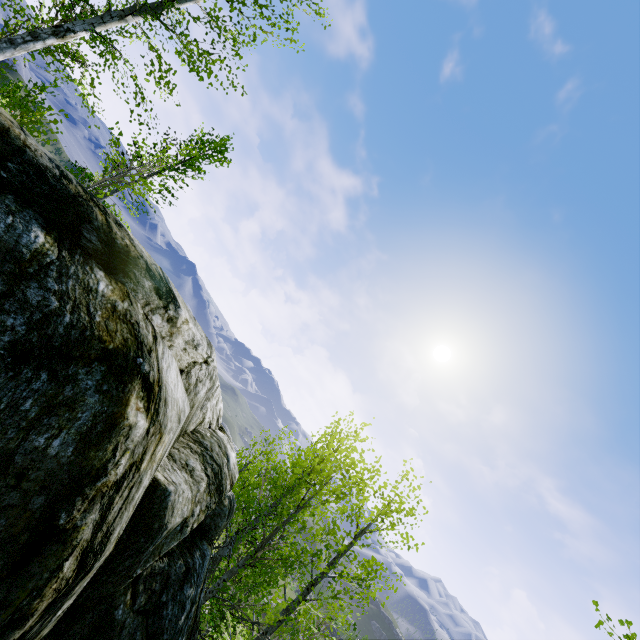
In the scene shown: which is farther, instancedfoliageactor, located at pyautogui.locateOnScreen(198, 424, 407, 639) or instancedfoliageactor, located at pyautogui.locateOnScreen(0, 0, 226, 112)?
instancedfoliageactor, located at pyautogui.locateOnScreen(0, 0, 226, 112)

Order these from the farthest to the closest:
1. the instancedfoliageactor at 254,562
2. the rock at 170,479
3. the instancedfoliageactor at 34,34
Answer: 1. the instancedfoliageactor at 34,34
2. the instancedfoliageactor at 254,562
3. the rock at 170,479

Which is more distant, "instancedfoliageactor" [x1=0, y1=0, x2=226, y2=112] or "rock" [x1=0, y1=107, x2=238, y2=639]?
"instancedfoliageactor" [x1=0, y1=0, x2=226, y2=112]

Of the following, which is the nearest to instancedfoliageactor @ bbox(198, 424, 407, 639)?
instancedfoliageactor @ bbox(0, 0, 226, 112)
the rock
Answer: the rock

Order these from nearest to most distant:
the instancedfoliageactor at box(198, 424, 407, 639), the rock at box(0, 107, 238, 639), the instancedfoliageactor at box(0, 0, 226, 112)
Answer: the rock at box(0, 107, 238, 639)
the instancedfoliageactor at box(198, 424, 407, 639)
the instancedfoliageactor at box(0, 0, 226, 112)

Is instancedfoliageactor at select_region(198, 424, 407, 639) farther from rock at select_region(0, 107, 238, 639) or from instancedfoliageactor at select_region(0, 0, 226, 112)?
instancedfoliageactor at select_region(0, 0, 226, 112)

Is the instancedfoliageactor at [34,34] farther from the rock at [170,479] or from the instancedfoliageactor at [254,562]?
the instancedfoliageactor at [254,562]

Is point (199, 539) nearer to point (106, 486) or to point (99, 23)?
point (106, 486)
